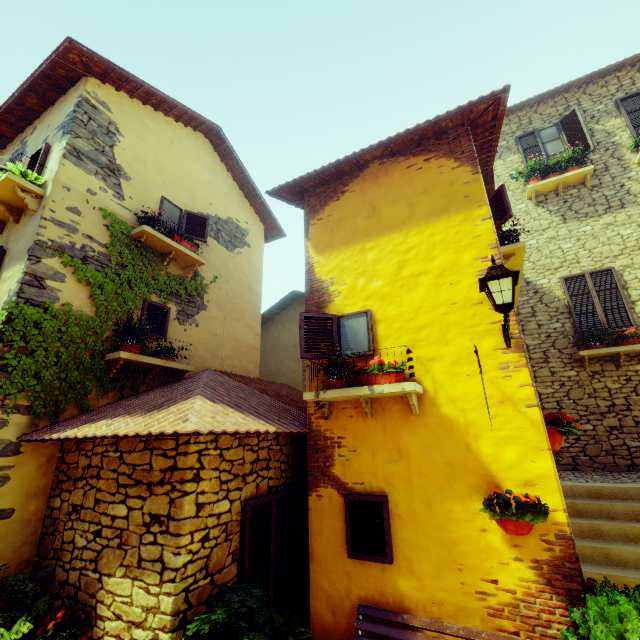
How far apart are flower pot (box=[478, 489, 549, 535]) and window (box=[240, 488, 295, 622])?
2.56m

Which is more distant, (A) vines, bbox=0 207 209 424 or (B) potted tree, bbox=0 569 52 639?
(A) vines, bbox=0 207 209 424

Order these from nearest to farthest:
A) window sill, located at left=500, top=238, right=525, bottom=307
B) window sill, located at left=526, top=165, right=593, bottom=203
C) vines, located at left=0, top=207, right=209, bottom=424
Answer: vines, located at left=0, top=207, right=209, bottom=424 → window sill, located at left=500, top=238, right=525, bottom=307 → window sill, located at left=526, top=165, right=593, bottom=203

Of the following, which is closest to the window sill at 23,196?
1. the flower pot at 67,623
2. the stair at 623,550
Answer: the flower pot at 67,623

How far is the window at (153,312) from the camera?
6.1 meters

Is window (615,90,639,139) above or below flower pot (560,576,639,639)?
above

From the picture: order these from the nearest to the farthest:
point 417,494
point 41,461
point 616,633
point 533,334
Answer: point 616,633
point 417,494
point 41,461
point 533,334

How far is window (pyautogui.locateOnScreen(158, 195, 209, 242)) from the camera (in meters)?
7.08
